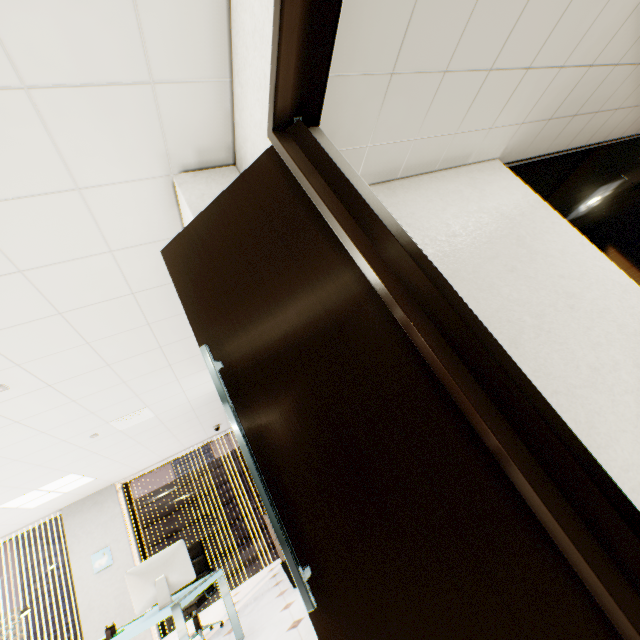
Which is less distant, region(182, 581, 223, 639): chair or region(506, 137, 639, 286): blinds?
region(506, 137, 639, 286): blinds

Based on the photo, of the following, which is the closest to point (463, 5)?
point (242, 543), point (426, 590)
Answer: point (426, 590)

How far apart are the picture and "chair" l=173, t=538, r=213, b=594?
2.1m

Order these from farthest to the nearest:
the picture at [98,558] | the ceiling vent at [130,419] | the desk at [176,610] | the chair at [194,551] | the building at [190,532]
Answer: the building at [190,532] → the picture at [98,558] → the chair at [194,551] → the ceiling vent at [130,419] → the desk at [176,610]

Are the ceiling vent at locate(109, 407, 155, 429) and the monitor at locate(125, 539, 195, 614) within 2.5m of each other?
yes

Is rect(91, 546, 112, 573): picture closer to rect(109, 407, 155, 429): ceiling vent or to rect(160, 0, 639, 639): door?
rect(109, 407, 155, 429): ceiling vent

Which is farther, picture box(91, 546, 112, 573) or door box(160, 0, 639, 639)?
picture box(91, 546, 112, 573)

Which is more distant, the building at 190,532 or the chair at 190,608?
the building at 190,532
